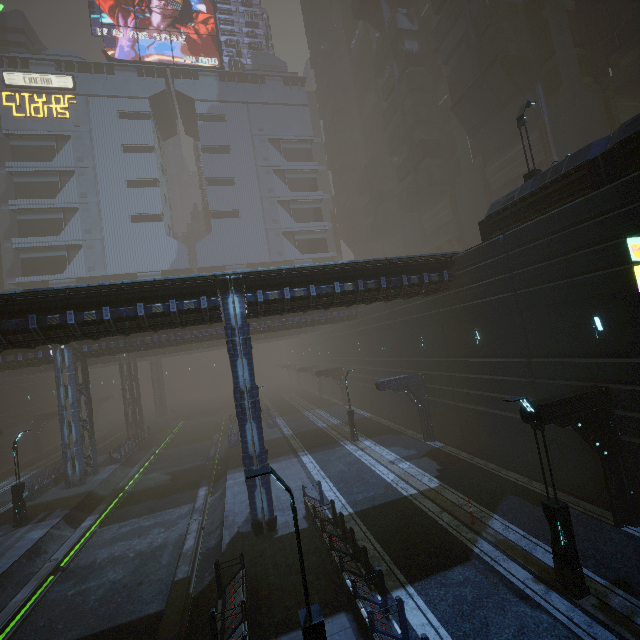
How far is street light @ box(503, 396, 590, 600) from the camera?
8.9 meters

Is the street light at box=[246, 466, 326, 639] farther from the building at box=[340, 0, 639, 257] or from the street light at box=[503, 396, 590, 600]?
the street light at box=[503, 396, 590, 600]

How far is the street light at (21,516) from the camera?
19.7m

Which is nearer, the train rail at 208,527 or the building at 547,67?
the train rail at 208,527

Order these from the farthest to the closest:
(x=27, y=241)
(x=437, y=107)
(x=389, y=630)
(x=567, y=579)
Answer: (x=27, y=241)
(x=437, y=107)
(x=567, y=579)
(x=389, y=630)

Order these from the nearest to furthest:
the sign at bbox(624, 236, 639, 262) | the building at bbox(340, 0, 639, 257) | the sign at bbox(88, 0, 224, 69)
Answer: the sign at bbox(624, 236, 639, 262), the building at bbox(340, 0, 639, 257), the sign at bbox(88, 0, 224, 69)

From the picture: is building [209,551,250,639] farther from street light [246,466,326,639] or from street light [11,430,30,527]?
street light [11,430,30,527]

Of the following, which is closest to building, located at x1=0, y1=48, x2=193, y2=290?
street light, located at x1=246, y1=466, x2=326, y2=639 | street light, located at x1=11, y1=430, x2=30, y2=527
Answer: street light, located at x1=246, y1=466, x2=326, y2=639
